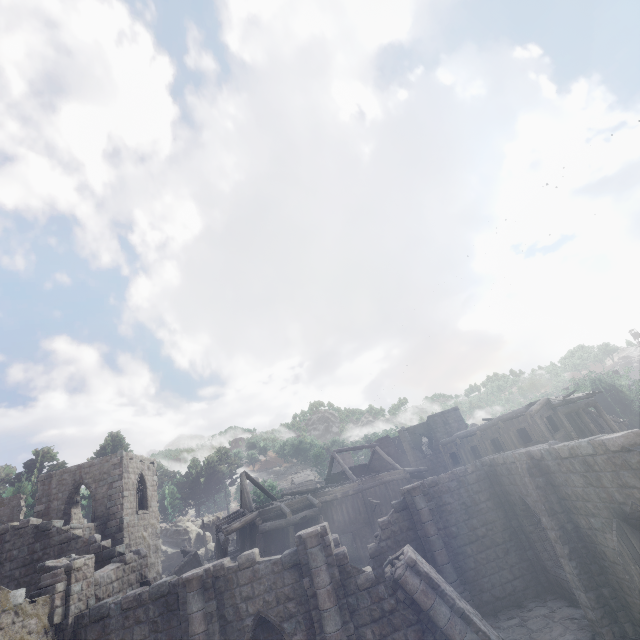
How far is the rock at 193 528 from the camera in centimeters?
3828cm

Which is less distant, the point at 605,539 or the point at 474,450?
the point at 605,539

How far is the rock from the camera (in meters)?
38.28

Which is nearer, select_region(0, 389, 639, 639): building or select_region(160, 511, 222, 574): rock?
select_region(0, 389, 639, 639): building

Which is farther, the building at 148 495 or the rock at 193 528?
the rock at 193 528
